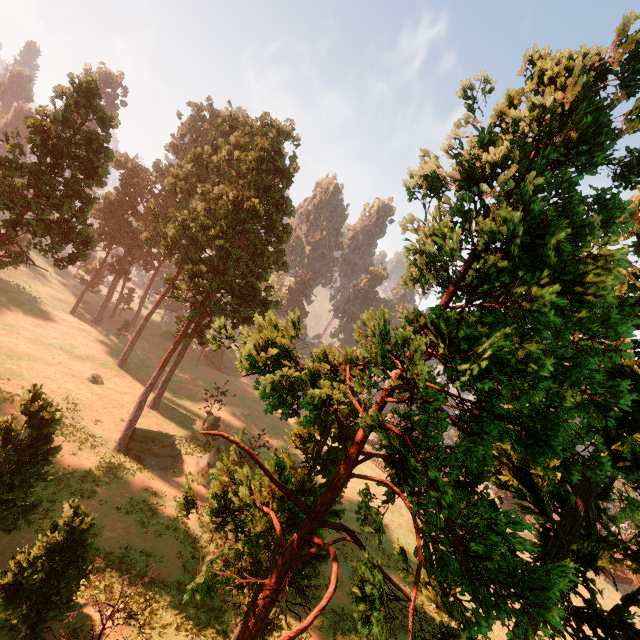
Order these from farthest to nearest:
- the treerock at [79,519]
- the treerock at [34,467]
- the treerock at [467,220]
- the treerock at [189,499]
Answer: the treerock at [34,467], the treerock at [79,519], the treerock at [189,499], the treerock at [467,220]

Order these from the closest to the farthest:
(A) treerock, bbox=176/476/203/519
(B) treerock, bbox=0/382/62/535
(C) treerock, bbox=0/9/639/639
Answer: (C) treerock, bbox=0/9/639/639 → (A) treerock, bbox=176/476/203/519 → (B) treerock, bbox=0/382/62/535

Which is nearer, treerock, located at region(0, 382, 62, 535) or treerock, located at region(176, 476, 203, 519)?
treerock, located at region(176, 476, 203, 519)

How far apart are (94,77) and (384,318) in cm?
2796

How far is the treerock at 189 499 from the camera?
9.4 meters
